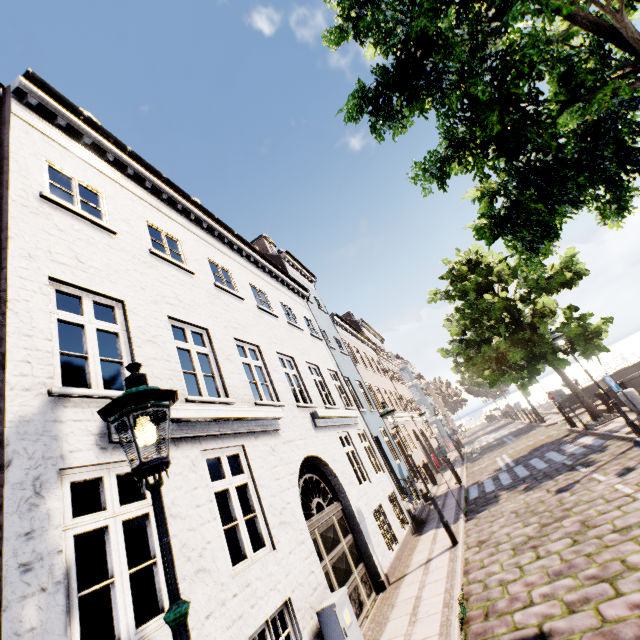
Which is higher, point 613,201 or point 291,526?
point 613,201

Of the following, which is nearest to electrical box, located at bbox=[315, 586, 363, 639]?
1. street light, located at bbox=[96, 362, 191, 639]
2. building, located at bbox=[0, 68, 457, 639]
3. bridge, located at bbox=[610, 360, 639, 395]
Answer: street light, located at bbox=[96, 362, 191, 639]

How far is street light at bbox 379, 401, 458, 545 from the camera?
8.4 meters

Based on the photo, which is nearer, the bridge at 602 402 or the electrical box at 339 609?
the electrical box at 339 609

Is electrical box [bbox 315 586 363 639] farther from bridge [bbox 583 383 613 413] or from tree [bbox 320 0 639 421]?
bridge [bbox 583 383 613 413]

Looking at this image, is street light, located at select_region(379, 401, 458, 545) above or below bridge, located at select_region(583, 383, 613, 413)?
above

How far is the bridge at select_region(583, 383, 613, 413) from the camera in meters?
15.1 m

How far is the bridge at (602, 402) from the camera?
15.10m
